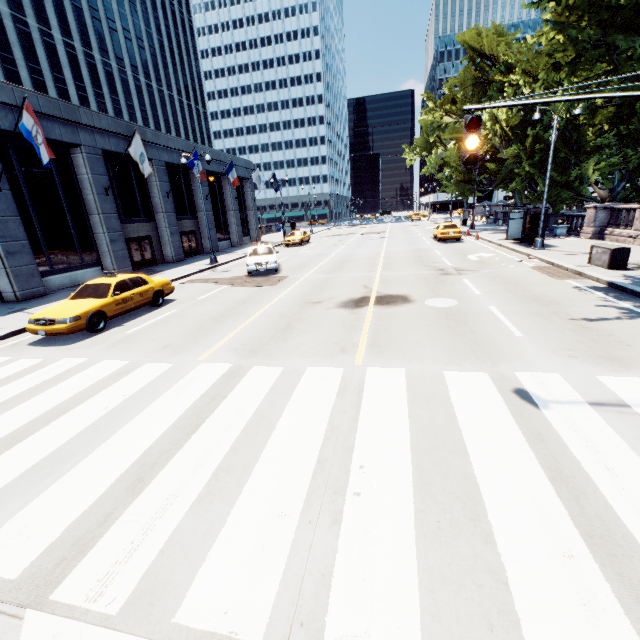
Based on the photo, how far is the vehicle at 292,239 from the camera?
33.3 meters

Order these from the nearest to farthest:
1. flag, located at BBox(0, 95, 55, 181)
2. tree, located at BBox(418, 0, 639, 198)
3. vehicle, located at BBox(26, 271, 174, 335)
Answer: tree, located at BBox(418, 0, 639, 198) → vehicle, located at BBox(26, 271, 174, 335) → flag, located at BBox(0, 95, 55, 181)

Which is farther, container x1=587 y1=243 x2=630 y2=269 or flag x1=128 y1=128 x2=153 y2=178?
flag x1=128 y1=128 x2=153 y2=178

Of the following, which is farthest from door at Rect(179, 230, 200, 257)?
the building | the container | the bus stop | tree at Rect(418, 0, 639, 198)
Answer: the container

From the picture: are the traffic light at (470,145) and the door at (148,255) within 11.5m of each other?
no

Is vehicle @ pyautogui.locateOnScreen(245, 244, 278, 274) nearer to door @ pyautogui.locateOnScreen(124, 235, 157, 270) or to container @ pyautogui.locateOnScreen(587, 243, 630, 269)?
door @ pyautogui.locateOnScreen(124, 235, 157, 270)

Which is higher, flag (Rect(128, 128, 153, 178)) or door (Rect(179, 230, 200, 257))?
flag (Rect(128, 128, 153, 178))

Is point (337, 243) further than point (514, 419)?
Yes
